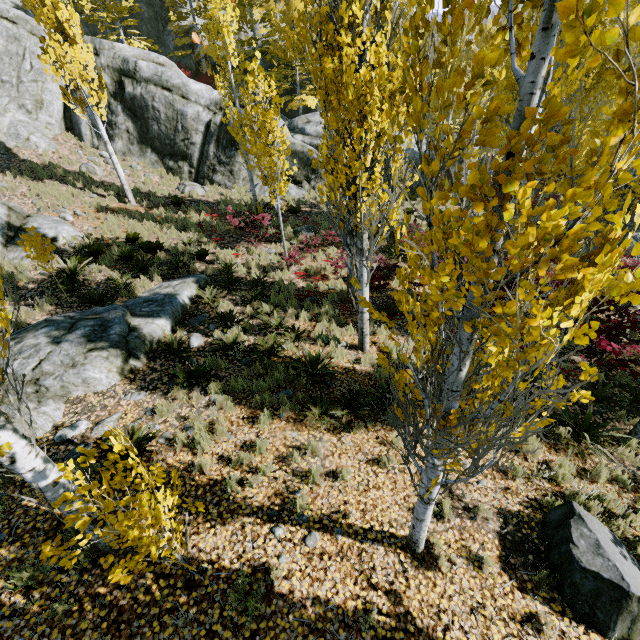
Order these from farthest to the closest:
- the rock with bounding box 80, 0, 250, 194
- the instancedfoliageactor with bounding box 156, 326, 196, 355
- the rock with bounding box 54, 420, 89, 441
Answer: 1. the rock with bounding box 80, 0, 250, 194
2. the instancedfoliageactor with bounding box 156, 326, 196, 355
3. the rock with bounding box 54, 420, 89, 441

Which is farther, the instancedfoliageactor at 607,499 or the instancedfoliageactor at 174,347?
the instancedfoliageactor at 174,347

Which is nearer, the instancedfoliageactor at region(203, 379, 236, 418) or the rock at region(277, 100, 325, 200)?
the instancedfoliageactor at region(203, 379, 236, 418)

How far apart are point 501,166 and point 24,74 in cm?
2606

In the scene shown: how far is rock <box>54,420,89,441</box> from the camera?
5.5m

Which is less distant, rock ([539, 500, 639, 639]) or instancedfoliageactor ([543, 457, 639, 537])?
rock ([539, 500, 639, 639])

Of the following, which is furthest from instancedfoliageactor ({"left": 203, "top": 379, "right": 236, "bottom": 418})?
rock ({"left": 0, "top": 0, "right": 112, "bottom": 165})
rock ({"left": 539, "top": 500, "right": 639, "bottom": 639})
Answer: rock ({"left": 539, "top": 500, "right": 639, "bottom": 639})
